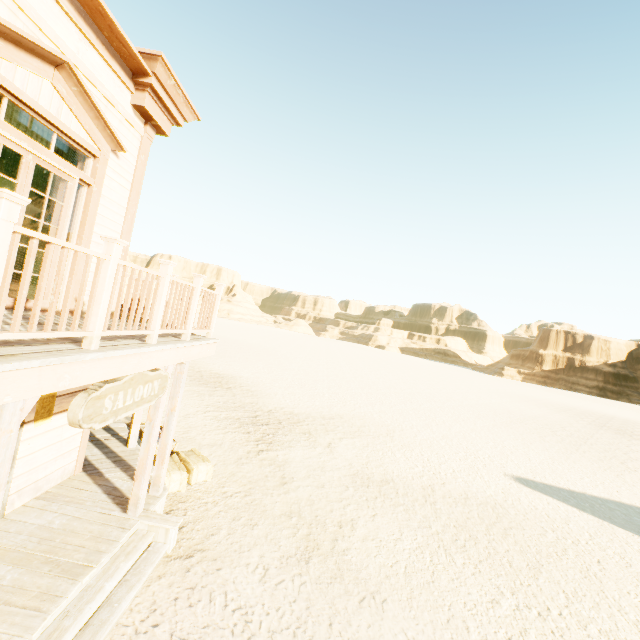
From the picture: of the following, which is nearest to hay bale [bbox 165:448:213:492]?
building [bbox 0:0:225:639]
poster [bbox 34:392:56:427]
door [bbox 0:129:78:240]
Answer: building [bbox 0:0:225:639]

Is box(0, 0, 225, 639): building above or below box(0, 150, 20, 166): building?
below

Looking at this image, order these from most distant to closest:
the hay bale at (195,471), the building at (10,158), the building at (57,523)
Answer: the building at (10,158) < the hay bale at (195,471) < the building at (57,523)

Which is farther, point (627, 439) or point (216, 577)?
point (627, 439)

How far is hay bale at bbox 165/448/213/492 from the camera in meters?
6.7 m

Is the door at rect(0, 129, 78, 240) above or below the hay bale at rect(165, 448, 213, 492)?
above

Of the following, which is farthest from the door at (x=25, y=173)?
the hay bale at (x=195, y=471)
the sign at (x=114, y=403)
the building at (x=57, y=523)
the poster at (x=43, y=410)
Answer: the hay bale at (x=195, y=471)

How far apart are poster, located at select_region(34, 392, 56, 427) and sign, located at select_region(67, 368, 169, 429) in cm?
185
